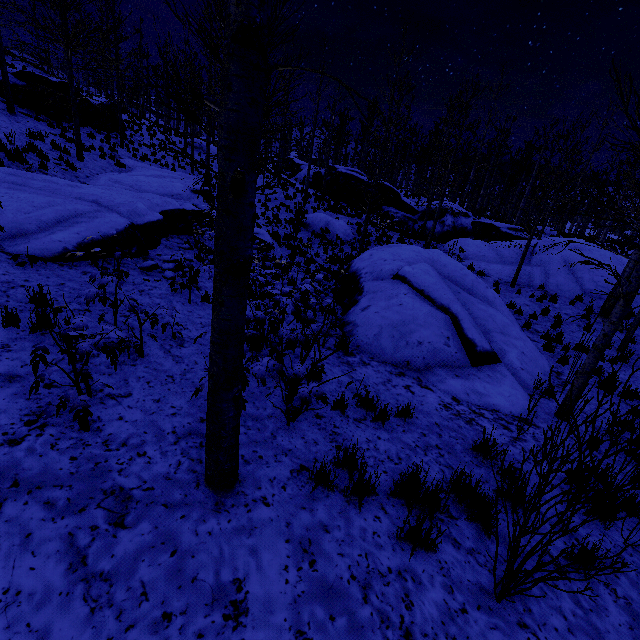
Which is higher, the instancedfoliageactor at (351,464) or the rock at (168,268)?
the rock at (168,268)

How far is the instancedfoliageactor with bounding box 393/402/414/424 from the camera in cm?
472

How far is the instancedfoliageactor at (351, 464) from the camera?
3.10m

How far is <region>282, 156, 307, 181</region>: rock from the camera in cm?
3459

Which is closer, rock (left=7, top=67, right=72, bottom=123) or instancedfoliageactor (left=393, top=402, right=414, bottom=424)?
instancedfoliageactor (left=393, top=402, right=414, bottom=424)

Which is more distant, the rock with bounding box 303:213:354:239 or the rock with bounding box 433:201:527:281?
the rock with bounding box 303:213:354:239

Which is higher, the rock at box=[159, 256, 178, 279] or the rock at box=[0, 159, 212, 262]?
the rock at box=[0, 159, 212, 262]

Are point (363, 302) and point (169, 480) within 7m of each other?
yes
